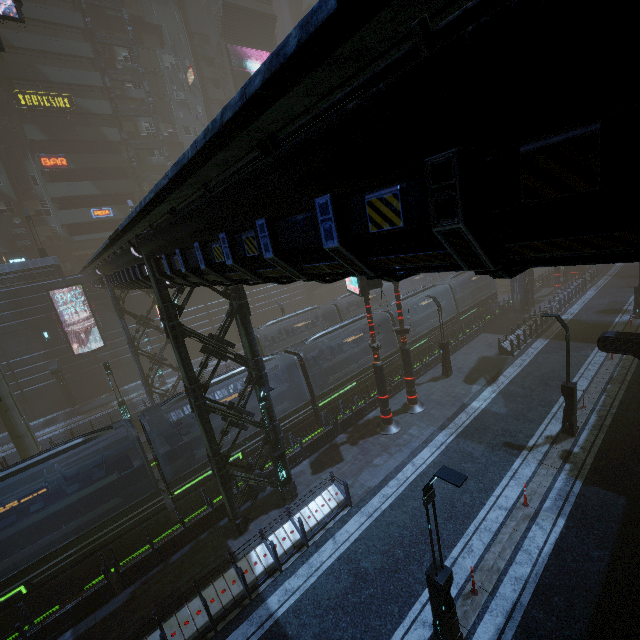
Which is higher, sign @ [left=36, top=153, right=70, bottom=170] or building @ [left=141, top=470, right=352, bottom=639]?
sign @ [left=36, top=153, right=70, bottom=170]

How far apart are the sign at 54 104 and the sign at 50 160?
4.28m

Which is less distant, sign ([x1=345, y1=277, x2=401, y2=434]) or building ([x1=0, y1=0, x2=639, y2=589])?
building ([x1=0, y1=0, x2=639, y2=589])

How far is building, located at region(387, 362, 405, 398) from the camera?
20.6m

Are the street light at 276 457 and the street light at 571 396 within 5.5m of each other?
no

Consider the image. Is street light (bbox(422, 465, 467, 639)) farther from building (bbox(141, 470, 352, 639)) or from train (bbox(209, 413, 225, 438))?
train (bbox(209, 413, 225, 438))

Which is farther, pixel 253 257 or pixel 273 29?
pixel 273 29
